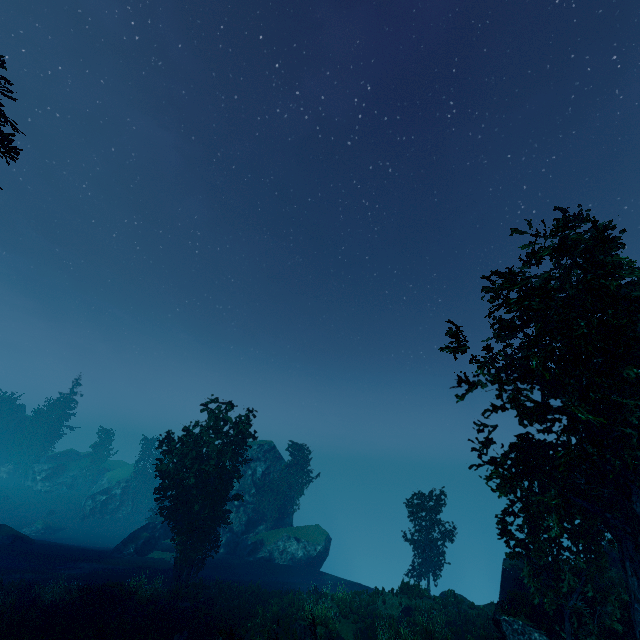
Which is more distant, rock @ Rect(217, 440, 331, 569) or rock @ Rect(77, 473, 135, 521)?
rock @ Rect(77, 473, 135, 521)

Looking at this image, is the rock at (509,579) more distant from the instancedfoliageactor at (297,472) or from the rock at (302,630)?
the rock at (302,630)

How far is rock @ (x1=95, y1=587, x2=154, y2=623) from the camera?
19.16m

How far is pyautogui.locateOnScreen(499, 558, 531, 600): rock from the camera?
22.8 meters

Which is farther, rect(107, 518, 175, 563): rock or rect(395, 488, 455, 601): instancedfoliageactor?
rect(107, 518, 175, 563): rock

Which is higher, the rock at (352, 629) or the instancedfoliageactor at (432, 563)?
the instancedfoliageactor at (432, 563)

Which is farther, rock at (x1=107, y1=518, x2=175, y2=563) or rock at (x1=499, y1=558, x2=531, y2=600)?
rock at (x1=107, y1=518, x2=175, y2=563)

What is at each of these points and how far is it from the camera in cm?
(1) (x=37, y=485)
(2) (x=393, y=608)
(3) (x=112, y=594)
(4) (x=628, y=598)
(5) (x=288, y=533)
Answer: (1) rock, 5891
(2) rock, 2269
(3) rock, 2044
(4) instancedfoliageactor, 1366
(5) rock, 3809
